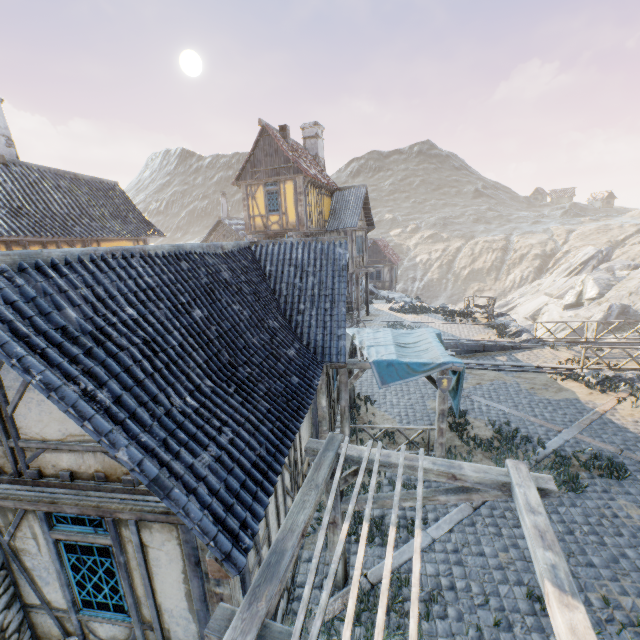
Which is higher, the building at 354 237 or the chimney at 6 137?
the chimney at 6 137

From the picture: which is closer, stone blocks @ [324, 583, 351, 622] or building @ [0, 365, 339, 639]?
building @ [0, 365, 339, 639]

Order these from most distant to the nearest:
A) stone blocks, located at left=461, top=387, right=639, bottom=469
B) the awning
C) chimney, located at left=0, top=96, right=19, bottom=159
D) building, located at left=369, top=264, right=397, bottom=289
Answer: building, located at left=369, top=264, right=397, bottom=289 < chimney, located at left=0, top=96, right=19, bottom=159 < stone blocks, located at left=461, top=387, right=639, bottom=469 < the awning

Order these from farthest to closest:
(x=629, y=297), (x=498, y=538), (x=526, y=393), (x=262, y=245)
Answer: (x=629, y=297), (x=526, y=393), (x=262, y=245), (x=498, y=538)

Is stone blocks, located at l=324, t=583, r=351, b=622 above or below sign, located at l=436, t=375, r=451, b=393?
below

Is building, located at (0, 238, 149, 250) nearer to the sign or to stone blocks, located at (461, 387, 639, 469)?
stone blocks, located at (461, 387, 639, 469)

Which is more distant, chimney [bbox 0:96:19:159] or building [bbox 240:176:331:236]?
building [bbox 240:176:331:236]

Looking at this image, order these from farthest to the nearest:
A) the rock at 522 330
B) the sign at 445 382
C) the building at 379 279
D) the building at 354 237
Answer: the building at 379 279 → the rock at 522 330 → the building at 354 237 → the sign at 445 382
